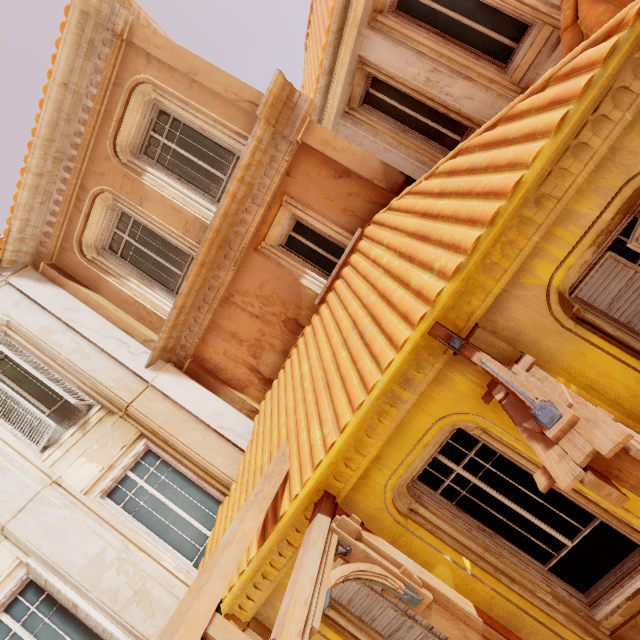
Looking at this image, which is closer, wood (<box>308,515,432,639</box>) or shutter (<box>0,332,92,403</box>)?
wood (<box>308,515,432,639</box>)

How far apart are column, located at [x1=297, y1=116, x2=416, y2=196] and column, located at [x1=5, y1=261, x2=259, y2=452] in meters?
4.7 m

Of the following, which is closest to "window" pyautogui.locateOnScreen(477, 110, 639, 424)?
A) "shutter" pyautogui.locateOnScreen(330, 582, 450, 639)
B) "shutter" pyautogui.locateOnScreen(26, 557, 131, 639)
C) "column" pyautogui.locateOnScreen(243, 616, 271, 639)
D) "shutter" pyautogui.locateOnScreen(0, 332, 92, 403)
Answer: Answer: "shutter" pyautogui.locateOnScreen(330, 582, 450, 639)

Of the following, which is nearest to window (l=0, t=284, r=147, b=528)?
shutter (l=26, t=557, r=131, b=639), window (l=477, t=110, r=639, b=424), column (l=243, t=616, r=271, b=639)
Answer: shutter (l=26, t=557, r=131, b=639)

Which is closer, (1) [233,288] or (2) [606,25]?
(2) [606,25]

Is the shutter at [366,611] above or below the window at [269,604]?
below

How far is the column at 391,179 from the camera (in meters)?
5.26

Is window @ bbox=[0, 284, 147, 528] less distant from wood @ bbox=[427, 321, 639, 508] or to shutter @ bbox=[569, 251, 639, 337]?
wood @ bbox=[427, 321, 639, 508]
